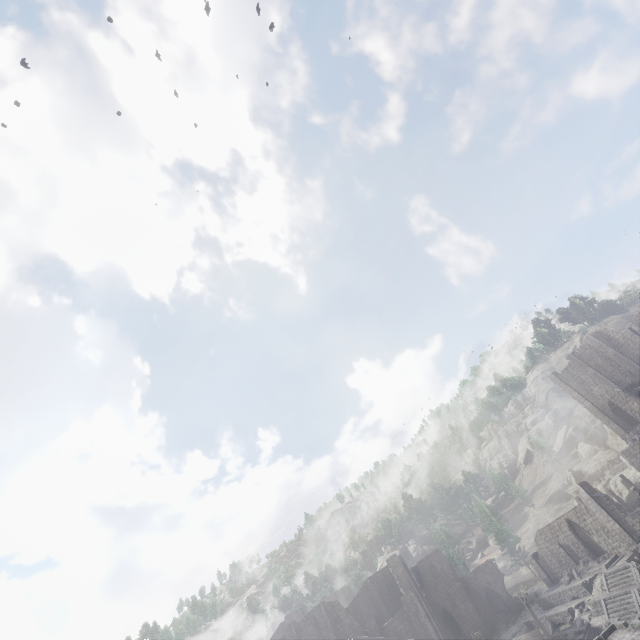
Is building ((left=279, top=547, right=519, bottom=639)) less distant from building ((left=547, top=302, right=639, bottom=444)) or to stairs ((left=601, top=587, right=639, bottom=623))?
building ((left=547, top=302, right=639, bottom=444))

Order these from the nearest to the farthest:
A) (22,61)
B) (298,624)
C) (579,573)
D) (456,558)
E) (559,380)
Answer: (579,573), (298,624), (559,380), (22,61), (456,558)

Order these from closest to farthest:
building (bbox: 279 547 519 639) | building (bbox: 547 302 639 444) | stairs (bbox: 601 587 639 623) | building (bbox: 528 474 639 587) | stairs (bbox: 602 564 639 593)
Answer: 1. stairs (bbox: 601 587 639 623)
2. stairs (bbox: 602 564 639 593)
3. building (bbox: 528 474 639 587)
4. building (bbox: 279 547 519 639)
5. building (bbox: 547 302 639 444)

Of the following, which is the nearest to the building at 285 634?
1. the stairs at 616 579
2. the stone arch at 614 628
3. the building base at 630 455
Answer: the stone arch at 614 628

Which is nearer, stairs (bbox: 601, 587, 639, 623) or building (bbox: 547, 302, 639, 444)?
stairs (bbox: 601, 587, 639, 623)

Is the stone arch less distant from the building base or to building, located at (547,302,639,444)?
building, located at (547,302,639,444)

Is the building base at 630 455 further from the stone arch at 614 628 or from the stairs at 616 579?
the stone arch at 614 628

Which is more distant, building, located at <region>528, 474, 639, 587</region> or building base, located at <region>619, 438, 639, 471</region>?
building base, located at <region>619, 438, 639, 471</region>
